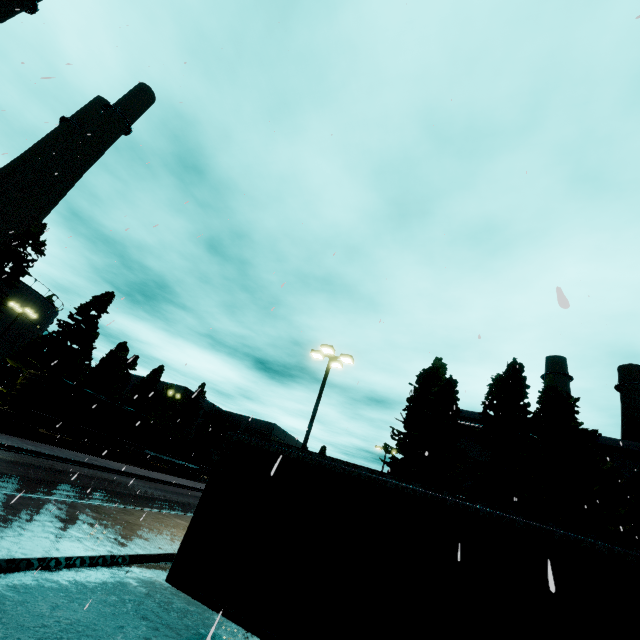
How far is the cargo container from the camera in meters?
37.0

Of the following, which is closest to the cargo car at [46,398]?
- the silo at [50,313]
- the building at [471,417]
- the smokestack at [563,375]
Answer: the silo at [50,313]

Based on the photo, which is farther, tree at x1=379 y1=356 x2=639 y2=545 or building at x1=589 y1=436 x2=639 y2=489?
building at x1=589 y1=436 x2=639 y2=489

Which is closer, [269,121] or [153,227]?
[153,227]

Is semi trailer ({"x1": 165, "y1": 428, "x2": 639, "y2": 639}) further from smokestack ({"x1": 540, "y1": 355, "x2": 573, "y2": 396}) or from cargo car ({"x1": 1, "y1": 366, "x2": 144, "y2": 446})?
smokestack ({"x1": 540, "y1": 355, "x2": 573, "y2": 396})

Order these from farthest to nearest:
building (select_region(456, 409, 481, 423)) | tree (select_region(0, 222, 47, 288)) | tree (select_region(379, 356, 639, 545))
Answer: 1. building (select_region(456, 409, 481, 423))
2. tree (select_region(0, 222, 47, 288))
3. tree (select_region(379, 356, 639, 545))

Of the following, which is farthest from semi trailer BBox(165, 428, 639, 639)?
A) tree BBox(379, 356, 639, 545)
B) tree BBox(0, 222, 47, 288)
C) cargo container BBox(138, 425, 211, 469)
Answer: tree BBox(0, 222, 47, 288)

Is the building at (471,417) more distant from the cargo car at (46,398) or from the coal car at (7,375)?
the cargo car at (46,398)
